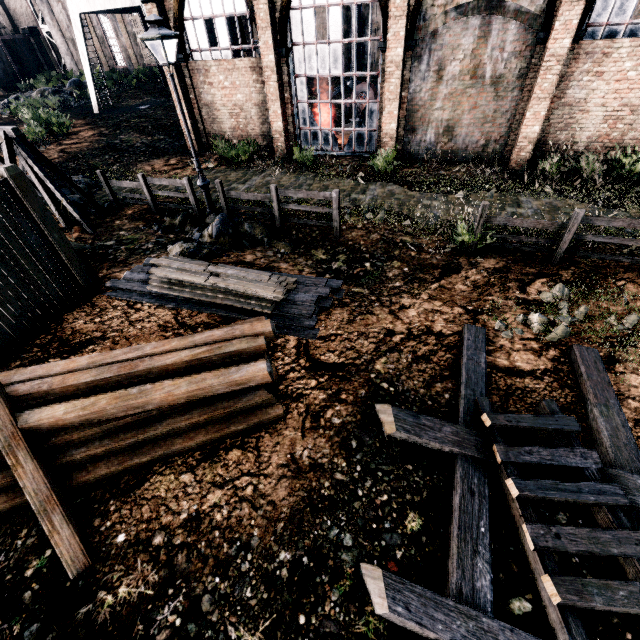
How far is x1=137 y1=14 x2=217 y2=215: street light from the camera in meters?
8.6

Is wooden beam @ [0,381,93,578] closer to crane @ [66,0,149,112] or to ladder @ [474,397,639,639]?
ladder @ [474,397,639,639]

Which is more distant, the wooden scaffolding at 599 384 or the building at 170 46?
the building at 170 46

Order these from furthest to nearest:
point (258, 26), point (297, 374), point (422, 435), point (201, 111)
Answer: point (201, 111) → point (258, 26) → point (297, 374) → point (422, 435)

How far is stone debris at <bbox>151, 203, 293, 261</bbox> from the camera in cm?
999

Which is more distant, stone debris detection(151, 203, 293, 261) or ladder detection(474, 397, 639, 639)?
stone debris detection(151, 203, 293, 261)

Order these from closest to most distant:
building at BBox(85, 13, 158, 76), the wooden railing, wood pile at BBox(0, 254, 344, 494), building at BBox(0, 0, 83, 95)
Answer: wood pile at BBox(0, 254, 344, 494) → the wooden railing → building at BBox(85, 13, 158, 76) → building at BBox(0, 0, 83, 95)

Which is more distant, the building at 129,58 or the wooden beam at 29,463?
the building at 129,58
